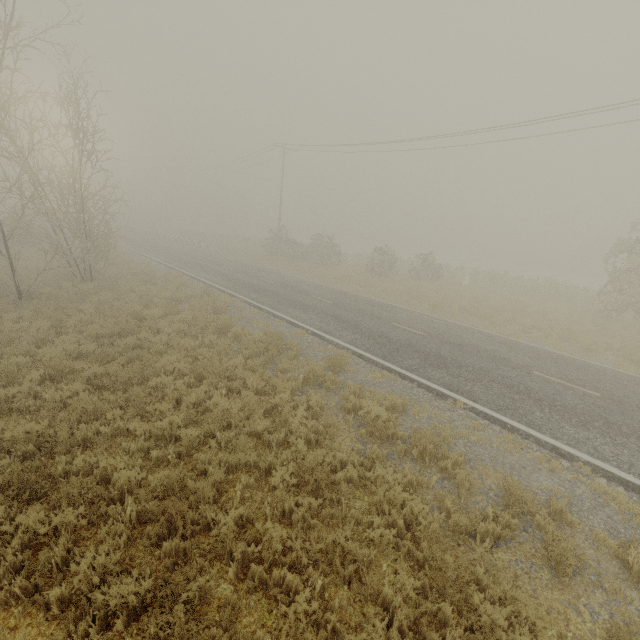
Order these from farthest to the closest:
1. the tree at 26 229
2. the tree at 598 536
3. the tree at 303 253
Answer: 1. the tree at 303 253
2. the tree at 26 229
3. the tree at 598 536

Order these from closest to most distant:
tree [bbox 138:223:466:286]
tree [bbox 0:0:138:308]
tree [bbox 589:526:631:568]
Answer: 1. tree [bbox 589:526:631:568]
2. tree [bbox 0:0:138:308]
3. tree [bbox 138:223:466:286]

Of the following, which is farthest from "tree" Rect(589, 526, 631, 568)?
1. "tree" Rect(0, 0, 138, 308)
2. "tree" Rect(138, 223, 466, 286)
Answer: "tree" Rect(138, 223, 466, 286)

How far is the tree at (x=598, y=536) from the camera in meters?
4.8 m

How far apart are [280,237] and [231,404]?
31.26m

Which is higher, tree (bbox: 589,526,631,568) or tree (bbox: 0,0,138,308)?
tree (bbox: 0,0,138,308)

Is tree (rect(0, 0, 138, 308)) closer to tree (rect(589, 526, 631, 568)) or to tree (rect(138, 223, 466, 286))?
tree (rect(589, 526, 631, 568))
